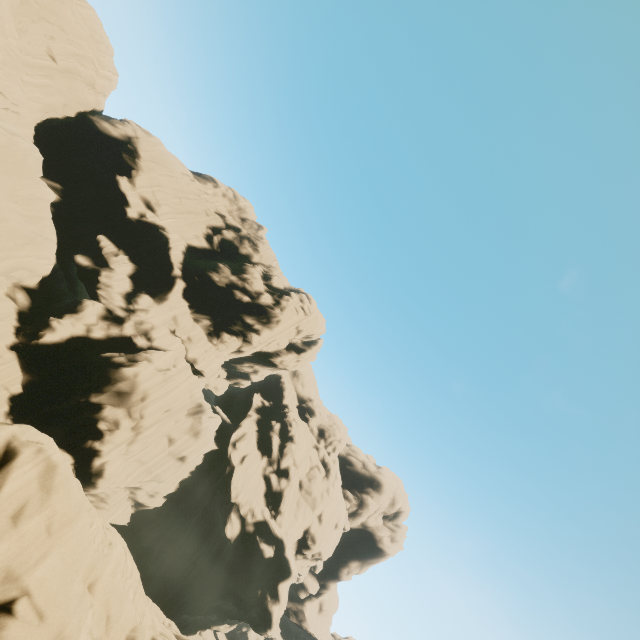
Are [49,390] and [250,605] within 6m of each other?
no
